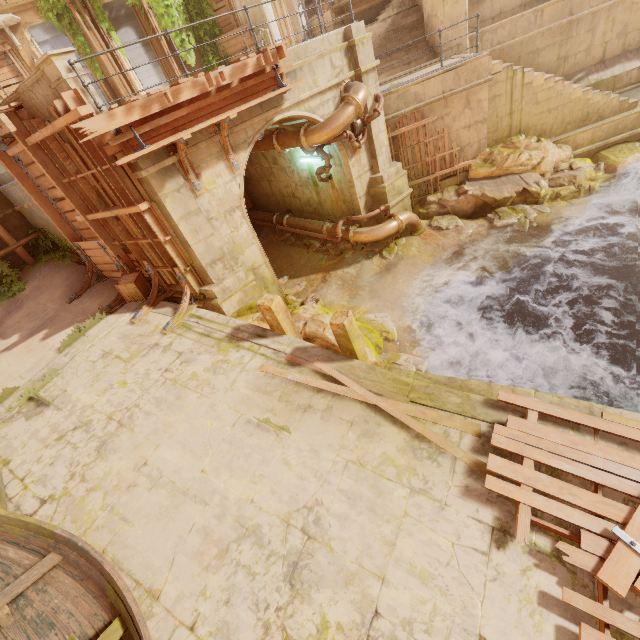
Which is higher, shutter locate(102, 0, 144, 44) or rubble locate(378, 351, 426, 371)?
shutter locate(102, 0, 144, 44)

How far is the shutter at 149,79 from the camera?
15.08m

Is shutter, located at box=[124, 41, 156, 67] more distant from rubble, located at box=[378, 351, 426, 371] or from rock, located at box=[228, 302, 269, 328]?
rubble, located at box=[378, 351, 426, 371]

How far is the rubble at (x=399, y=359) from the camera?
7.63m

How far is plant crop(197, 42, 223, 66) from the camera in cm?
1557

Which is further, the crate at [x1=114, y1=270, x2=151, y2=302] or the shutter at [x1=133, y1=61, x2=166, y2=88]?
the shutter at [x1=133, y1=61, x2=166, y2=88]

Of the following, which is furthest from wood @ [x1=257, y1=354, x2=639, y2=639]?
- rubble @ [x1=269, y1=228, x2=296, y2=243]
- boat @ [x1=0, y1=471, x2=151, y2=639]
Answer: rubble @ [x1=269, y1=228, x2=296, y2=243]

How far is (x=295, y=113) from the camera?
8.66m
